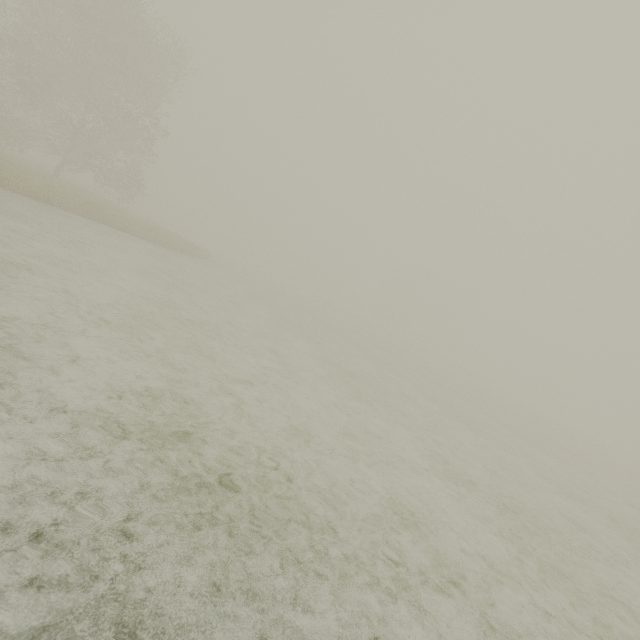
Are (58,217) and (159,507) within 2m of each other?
no
